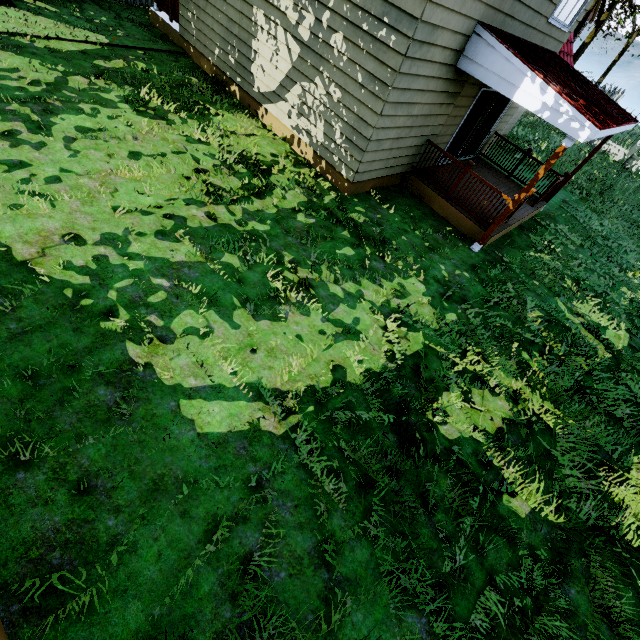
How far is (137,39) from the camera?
9.6m
